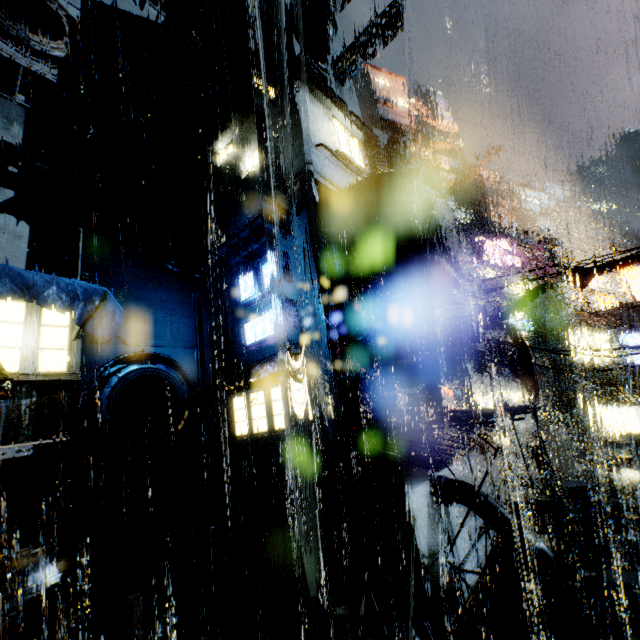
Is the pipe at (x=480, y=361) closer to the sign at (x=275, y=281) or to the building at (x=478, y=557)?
the building at (x=478, y=557)

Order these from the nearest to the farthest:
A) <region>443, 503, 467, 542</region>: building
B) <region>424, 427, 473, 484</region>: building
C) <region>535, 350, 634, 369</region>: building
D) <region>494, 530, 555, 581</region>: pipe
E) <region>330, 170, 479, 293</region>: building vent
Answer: <region>494, 530, 555, 581</region>: pipe → <region>424, 427, 473, 484</region>: building → <region>443, 503, 467, 542</region>: building → <region>330, 170, 479, 293</region>: building vent → <region>535, 350, 634, 369</region>: building

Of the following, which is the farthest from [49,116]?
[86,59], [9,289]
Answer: [9,289]

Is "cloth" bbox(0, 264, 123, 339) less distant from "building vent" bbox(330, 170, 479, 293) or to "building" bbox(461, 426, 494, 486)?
"building" bbox(461, 426, 494, 486)

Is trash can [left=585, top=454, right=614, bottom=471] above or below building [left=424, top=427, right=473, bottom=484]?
below

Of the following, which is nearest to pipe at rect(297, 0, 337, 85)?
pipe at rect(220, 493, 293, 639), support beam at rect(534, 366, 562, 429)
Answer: pipe at rect(220, 493, 293, 639)

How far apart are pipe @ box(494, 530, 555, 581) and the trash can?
15.5 meters

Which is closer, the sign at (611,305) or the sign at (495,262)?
the sign at (611,305)
